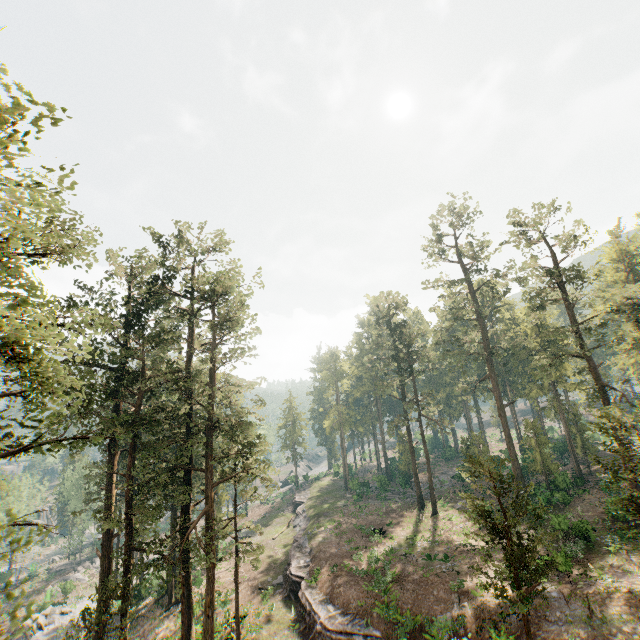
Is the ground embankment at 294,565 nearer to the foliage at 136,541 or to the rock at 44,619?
the foliage at 136,541

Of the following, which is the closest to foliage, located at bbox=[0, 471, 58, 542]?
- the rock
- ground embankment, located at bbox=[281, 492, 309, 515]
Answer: the rock

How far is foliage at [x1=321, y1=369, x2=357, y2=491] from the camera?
55.6 meters

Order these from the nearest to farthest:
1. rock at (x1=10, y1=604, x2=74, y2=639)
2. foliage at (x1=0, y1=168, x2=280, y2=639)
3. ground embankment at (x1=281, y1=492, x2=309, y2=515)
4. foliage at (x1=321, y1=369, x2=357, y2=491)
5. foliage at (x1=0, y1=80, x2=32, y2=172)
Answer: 1. foliage at (x1=0, y1=80, x2=32, y2=172)
2. foliage at (x1=0, y1=168, x2=280, y2=639)
3. rock at (x1=10, y1=604, x2=74, y2=639)
4. ground embankment at (x1=281, y1=492, x2=309, y2=515)
5. foliage at (x1=321, y1=369, x2=357, y2=491)

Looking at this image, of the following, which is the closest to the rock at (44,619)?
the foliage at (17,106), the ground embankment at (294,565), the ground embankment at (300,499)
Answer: the foliage at (17,106)

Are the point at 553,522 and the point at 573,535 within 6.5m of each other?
yes

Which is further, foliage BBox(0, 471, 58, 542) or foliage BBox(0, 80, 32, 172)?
foliage BBox(0, 80, 32, 172)
